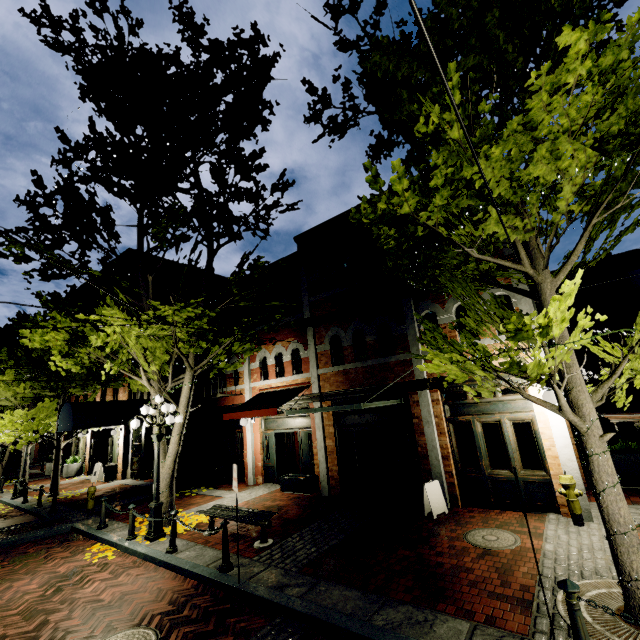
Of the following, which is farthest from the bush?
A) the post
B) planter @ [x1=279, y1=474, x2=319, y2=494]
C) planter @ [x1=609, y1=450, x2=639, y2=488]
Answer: planter @ [x1=279, y1=474, x2=319, y2=494]

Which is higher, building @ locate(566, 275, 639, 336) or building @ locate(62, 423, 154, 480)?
building @ locate(566, 275, 639, 336)

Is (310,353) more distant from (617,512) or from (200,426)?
(617,512)

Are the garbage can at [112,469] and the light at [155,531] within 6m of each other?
no

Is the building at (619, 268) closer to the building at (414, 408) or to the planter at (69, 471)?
the building at (414, 408)

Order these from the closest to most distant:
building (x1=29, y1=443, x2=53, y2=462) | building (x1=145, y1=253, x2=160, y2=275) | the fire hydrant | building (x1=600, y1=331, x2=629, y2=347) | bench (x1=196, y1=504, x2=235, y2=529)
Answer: the fire hydrant
bench (x1=196, y1=504, x2=235, y2=529)
building (x1=145, y1=253, x2=160, y2=275)
building (x1=600, y1=331, x2=629, y2=347)
building (x1=29, y1=443, x2=53, y2=462)

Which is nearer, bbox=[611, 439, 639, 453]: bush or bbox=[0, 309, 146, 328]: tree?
bbox=[0, 309, 146, 328]: tree

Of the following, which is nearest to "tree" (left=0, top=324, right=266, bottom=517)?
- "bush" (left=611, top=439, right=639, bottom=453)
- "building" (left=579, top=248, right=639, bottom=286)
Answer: "building" (left=579, top=248, right=639, bottom=286)
